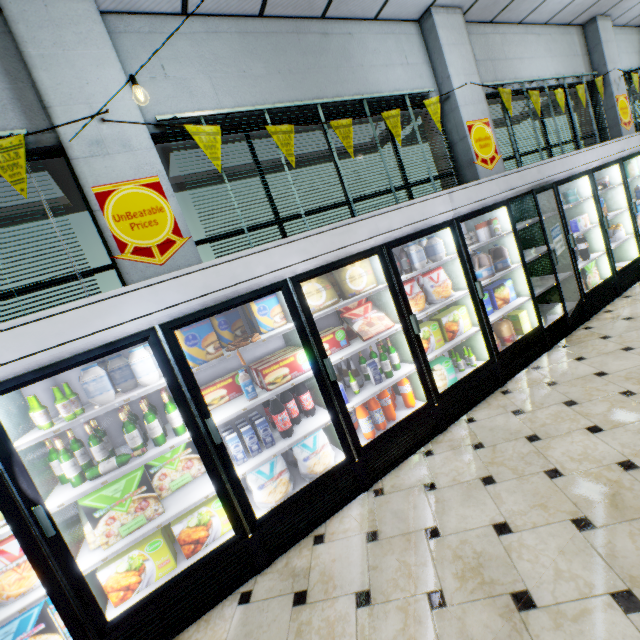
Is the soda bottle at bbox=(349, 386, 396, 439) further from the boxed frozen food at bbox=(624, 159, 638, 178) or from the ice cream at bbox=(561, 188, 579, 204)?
the boxed frozen food at bbox=(624, 159, 638, 178)

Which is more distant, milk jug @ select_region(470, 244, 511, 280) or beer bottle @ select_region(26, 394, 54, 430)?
milk jug @ select_region(470, 244, 511, 280)

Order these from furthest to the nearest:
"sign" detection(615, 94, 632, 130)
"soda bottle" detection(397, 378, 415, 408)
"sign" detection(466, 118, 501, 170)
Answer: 1. "sign" detection(615, 94, 632, 130)
2. "sign" detection(466, 118, 501, 170)
3. "soda bottle" detection(397, 378, 415, 408)

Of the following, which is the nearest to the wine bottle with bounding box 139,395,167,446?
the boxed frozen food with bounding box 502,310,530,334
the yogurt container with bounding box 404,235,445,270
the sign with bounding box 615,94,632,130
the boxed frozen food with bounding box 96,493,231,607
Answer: the boxed frozen food with bounding box 96,493,231,607

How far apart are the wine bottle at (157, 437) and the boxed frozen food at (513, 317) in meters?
4.1 m

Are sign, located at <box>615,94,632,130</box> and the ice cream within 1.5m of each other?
no

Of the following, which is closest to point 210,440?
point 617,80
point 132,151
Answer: point 132,151

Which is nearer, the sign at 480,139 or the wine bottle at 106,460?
the wine bottle at 106,460
